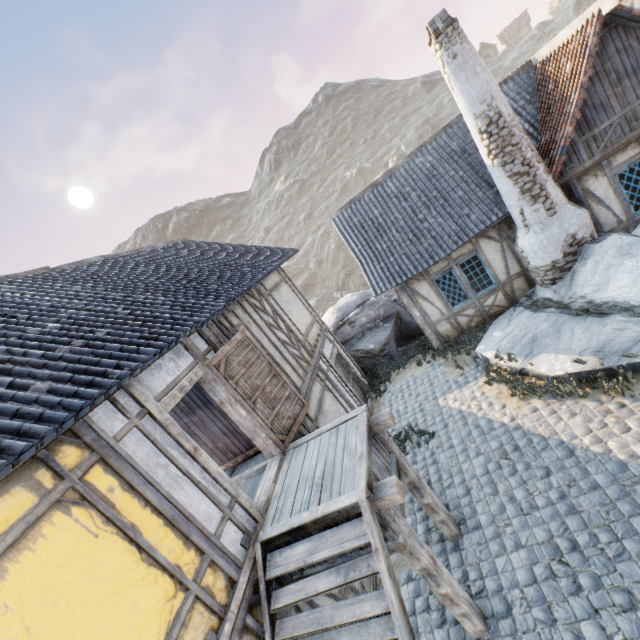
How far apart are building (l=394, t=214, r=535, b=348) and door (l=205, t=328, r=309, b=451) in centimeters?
562cm

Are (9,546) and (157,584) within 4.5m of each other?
yes

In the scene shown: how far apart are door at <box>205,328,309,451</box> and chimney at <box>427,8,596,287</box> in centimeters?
724cm

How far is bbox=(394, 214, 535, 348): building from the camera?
9.9 meters

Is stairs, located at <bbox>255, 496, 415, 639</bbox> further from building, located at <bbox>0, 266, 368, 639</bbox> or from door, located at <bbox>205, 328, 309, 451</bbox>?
door, located at <bbox>205, 328, 309, 451</bbox>

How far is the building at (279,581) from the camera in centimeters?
436cm

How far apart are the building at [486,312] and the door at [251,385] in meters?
5.6 m

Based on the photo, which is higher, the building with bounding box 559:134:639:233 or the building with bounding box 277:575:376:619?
the building with bounding box 559:134:639:233
